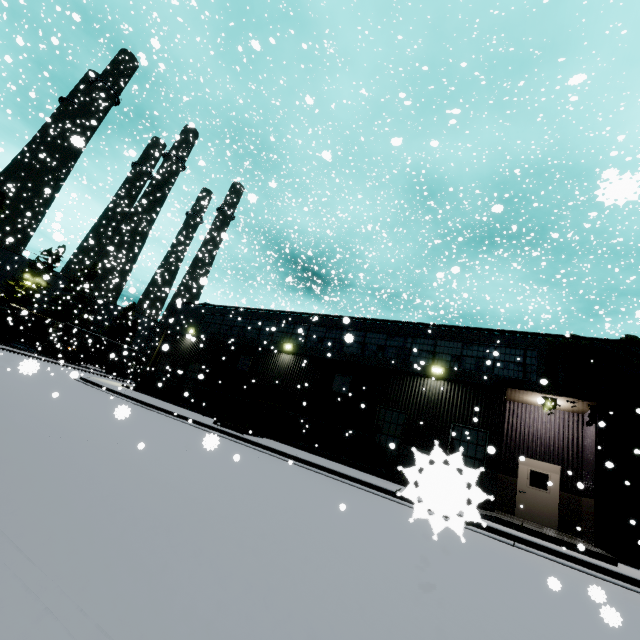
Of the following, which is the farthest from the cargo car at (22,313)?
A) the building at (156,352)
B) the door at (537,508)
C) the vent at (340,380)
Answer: the door at (537,508)

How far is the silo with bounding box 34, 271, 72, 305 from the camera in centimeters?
5206cm

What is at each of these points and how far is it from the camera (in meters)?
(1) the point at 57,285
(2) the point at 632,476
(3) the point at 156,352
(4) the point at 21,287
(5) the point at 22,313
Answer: (1) silo, 54.25
(2) tree, 11.20
(3) building, 26.02
(4) tree, 46.03
(5) cargo car, 8.25

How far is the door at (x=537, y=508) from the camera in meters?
13.4

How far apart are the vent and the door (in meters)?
7.95

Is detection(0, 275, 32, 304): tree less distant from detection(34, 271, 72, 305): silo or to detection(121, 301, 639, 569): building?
detection(34, 271, 72, 305): silo

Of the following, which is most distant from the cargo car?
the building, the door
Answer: the door

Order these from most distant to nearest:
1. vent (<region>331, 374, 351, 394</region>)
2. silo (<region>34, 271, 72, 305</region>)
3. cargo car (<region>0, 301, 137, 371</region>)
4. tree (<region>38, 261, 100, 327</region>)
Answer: silo (<region>34, 271, 72, 305</region>)
tree (<region>38, 261, 100, 327</region>)
cargo car (<region>0, 301, 137, 371</region>)
vent (<region>331, 374, 351, 394</region>)
